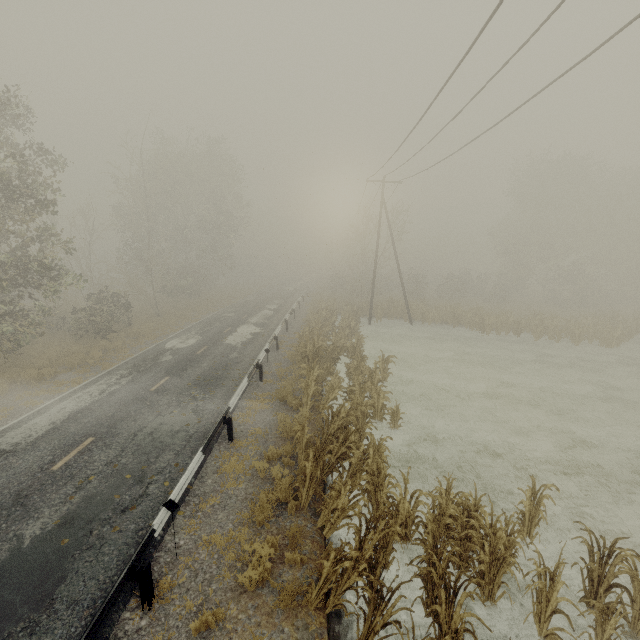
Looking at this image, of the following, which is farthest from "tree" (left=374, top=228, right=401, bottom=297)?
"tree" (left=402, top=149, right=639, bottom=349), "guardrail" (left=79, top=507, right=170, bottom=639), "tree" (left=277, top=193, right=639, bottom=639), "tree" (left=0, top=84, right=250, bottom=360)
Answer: "tree" (left=402, top=149, right=639, bottom=349)

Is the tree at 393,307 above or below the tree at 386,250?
below

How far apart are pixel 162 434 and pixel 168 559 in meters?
4.7

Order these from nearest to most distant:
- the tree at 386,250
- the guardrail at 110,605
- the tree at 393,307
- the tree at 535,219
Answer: the guardrail at 110,605 < the tree at 535,219 < the tree at 393,307 < the tree at 386,250

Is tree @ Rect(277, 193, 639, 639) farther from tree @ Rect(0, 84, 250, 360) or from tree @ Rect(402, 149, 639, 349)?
tree @ Rect(402, 149, 639, 349)

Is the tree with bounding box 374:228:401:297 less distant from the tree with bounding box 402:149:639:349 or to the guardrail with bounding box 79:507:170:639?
the guardrail with bounding box 79:507:170:639

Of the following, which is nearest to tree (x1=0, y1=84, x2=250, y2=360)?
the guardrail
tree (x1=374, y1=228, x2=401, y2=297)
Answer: the guardrail

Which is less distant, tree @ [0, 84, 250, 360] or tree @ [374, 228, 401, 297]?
tree @ [0, 84, 250, 360]
